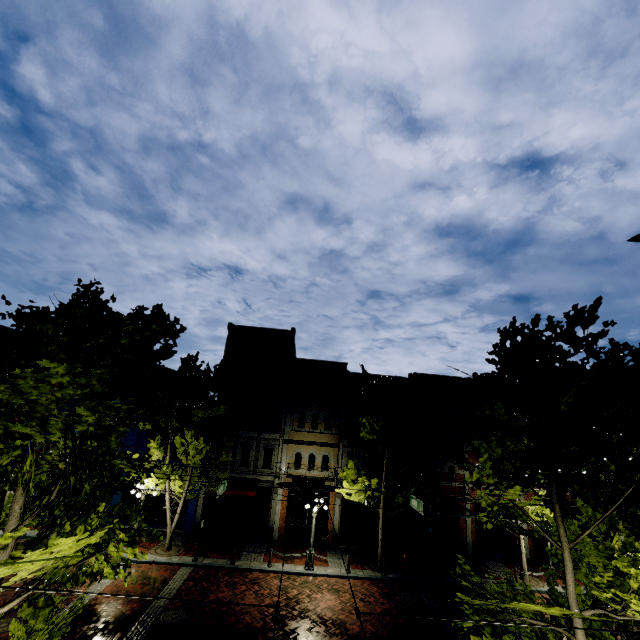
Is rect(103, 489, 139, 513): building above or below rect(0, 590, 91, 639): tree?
below

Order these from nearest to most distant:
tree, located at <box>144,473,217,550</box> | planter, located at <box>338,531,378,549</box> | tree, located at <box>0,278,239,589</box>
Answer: tree, located at <box>0,278,239,589</box> → tree, located at <box>144,473,217,550</box> → planter, located at <box>338,531,378,549</box>

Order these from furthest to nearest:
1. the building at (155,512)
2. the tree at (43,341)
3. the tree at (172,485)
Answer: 1. the building at (155,512)
2. the tree at (172,485)
3. the tree at (43,341)

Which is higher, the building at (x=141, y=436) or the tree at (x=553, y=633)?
the building at (x=141, y=436)

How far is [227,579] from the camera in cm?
1592

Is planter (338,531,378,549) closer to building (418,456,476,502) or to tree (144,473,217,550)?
building (418,456,476,502)

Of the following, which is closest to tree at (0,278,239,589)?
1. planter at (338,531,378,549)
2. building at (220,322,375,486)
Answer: building at (220,322,375,486)
